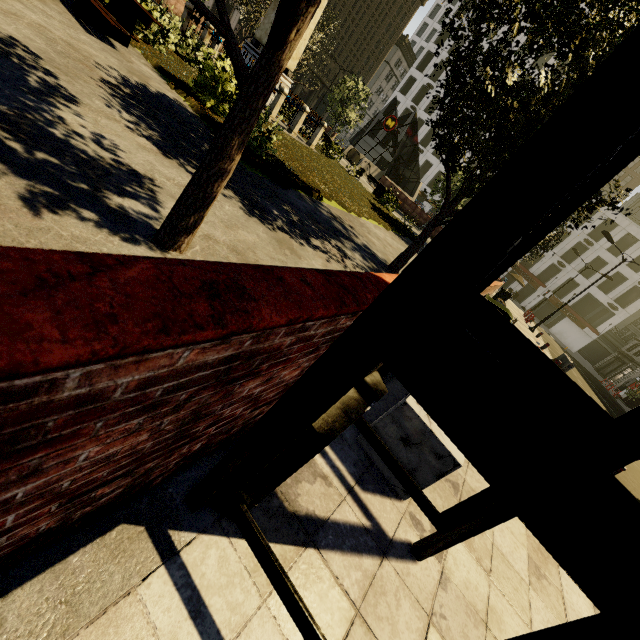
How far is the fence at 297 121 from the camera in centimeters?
1498cm

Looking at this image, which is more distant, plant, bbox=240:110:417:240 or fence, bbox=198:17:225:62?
fence, bbox=198:17:225:62

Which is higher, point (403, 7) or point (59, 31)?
point (403, 7)

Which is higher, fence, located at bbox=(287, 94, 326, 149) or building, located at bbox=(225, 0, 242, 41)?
building, located at bbox=(225, 0, 242, 41)

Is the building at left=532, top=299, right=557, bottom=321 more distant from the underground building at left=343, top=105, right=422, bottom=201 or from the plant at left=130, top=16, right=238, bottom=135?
the plant at left=130, top=16, right=238, bottom=135

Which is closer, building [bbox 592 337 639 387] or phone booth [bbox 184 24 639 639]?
phone booth [bbox 184 24 639 639]

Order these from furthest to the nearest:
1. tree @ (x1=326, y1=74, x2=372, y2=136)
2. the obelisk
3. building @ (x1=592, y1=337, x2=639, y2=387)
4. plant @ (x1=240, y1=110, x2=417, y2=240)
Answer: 1. building @ (x1=592, y1=337, x2=639, y2=387)
2. tree @ (x1=326, y1=74, x2=372, y2=136)
3. the obelisk
4. plant @ (x1=240, y1=110, x2=417, y2=240)

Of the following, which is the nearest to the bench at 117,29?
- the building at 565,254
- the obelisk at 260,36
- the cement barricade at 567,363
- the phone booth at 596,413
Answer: the obelisk at 260,36
